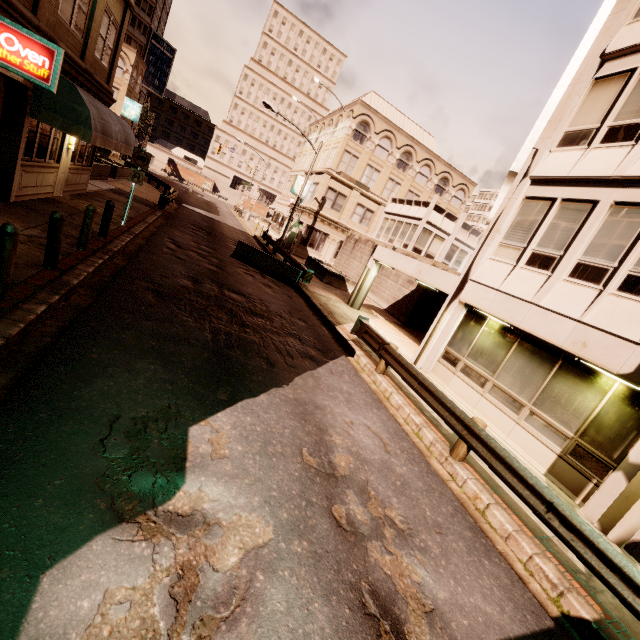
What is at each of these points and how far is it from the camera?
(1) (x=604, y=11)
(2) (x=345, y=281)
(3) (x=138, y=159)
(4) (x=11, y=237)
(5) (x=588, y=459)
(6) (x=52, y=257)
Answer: (1) sign, 10.0 meters
(2) planter, 23.2 meters
(3) sign, 12.2 meters
(4) bollard, 4.8 meters
(5) building, 7.5 meters
(6) bollard, 6.7 meters

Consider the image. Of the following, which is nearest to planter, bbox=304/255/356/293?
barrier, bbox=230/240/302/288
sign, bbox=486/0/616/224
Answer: barrier, bbox=230/240/302/288

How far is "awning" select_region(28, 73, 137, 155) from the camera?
9.1m

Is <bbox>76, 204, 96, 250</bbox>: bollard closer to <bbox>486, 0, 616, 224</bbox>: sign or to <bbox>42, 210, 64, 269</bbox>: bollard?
<bbox>42, 210, 64, 269</bbox>: bollard

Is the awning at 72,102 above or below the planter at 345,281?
above

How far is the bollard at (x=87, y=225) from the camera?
8.2 meters

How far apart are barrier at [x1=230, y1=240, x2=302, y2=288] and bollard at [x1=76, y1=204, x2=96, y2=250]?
8.9 meters

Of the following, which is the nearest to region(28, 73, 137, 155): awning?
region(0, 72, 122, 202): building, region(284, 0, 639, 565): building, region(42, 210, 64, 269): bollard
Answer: region(0, 72, 122, 202): building
